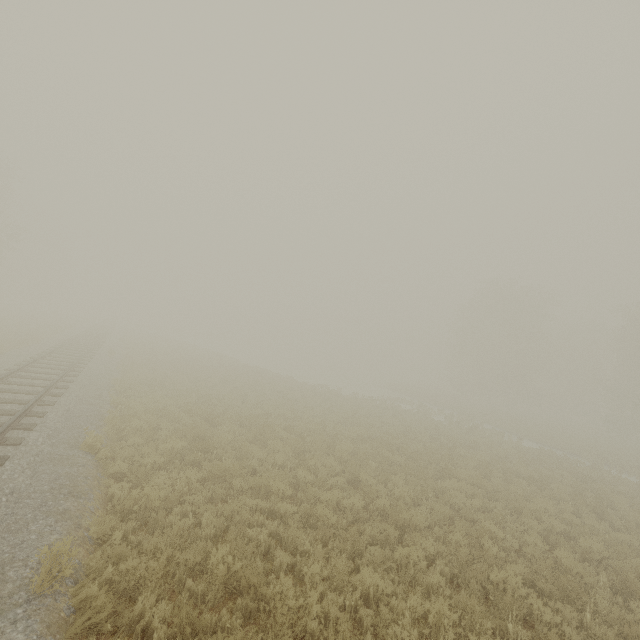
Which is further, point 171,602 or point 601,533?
point 601,533
